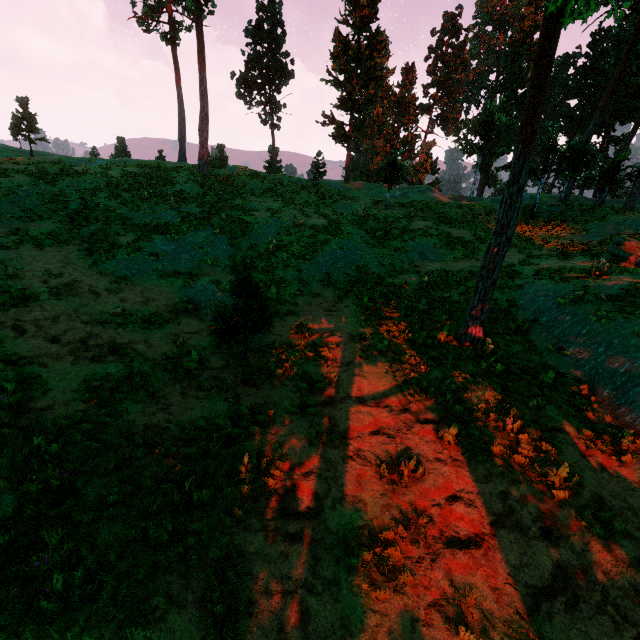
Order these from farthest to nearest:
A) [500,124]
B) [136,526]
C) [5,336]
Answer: [500,124] → [5,336] → [136,526]

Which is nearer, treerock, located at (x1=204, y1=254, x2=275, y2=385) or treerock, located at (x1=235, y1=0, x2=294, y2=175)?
treerock, located at (x1=204, y1=254, x2=275, y2=385)

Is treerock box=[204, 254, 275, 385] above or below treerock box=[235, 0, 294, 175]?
below

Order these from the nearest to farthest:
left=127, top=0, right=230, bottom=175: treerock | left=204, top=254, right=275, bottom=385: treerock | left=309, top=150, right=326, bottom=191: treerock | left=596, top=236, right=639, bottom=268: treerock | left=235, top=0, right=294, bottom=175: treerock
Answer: left=204, top=254, right=275, bottom=385: treerock < left=596, top=236, right=639, bottom=268: treerock < left=127, top=0, right=230, bottom=175: treerock < left=309, top=150, right=326, bottom=191: treerock < left=235, top=0, right=294, bottom=175: treerock

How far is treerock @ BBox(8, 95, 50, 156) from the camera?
35.81m

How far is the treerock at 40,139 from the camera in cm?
3581
